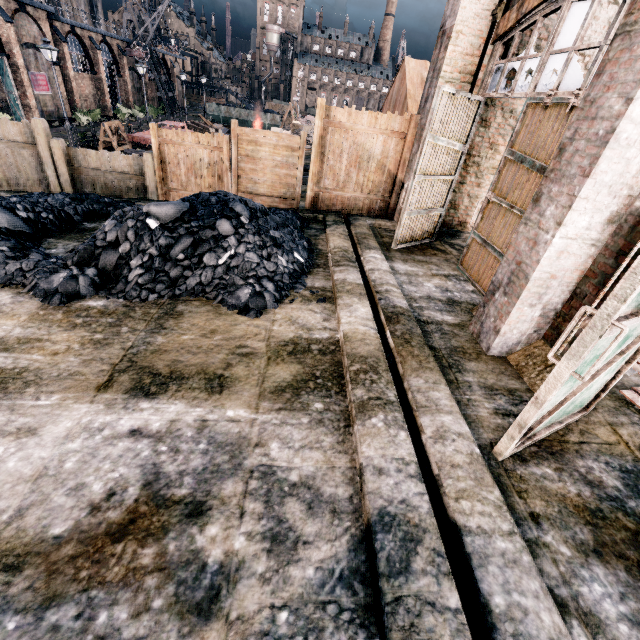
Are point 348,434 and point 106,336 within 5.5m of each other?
yes

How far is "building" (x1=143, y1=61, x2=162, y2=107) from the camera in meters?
46.6

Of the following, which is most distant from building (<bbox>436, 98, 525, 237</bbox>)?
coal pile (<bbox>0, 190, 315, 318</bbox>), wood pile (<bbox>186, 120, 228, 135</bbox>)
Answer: coal pile (<bbox>0, 190, 315, 318</bbox>)

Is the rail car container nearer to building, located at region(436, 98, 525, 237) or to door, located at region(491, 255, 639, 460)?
building, located at region(436, 98, 525, 237)

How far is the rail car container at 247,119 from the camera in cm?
4653

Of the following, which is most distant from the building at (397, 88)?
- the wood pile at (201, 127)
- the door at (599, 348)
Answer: the door at (599, 348)

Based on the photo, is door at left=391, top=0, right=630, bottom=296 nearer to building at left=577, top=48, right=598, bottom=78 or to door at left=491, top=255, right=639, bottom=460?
door at left=491, top=255, right=639, bottom=460
